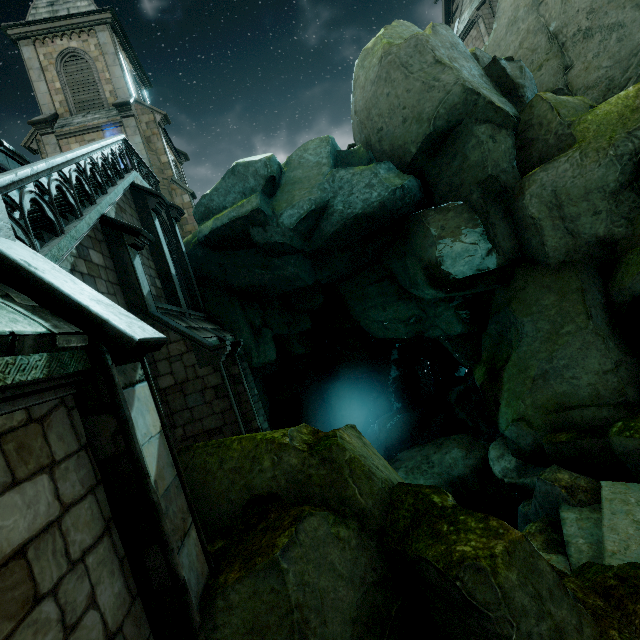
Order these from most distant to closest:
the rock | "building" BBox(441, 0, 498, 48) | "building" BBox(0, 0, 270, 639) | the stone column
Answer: "building" BBox(441, 0, 498, 48) < the stone column < the rock < "building" BBox(0, 0, 270, 639)

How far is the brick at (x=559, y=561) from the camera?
6.3m

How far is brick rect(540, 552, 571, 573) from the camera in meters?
6.3

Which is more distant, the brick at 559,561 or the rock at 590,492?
the brick at 559,561

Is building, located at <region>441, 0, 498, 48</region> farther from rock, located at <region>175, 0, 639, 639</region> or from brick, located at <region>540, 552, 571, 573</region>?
brick, located at <region>540, 552, 571, 573</region>

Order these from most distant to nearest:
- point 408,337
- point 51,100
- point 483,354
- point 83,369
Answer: point 51,100 < point 408,337 < point 483,354 < point 83,369

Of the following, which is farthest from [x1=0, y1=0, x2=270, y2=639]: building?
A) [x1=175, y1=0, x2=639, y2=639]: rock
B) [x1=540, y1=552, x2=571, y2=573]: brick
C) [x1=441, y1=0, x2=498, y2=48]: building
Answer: [x1=441, y1=0, x2=498, y2=48]: building

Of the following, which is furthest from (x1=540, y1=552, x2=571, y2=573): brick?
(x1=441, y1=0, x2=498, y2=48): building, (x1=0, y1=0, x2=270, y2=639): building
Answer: (x1=441, y1=0, x2=498, y2=48): building
